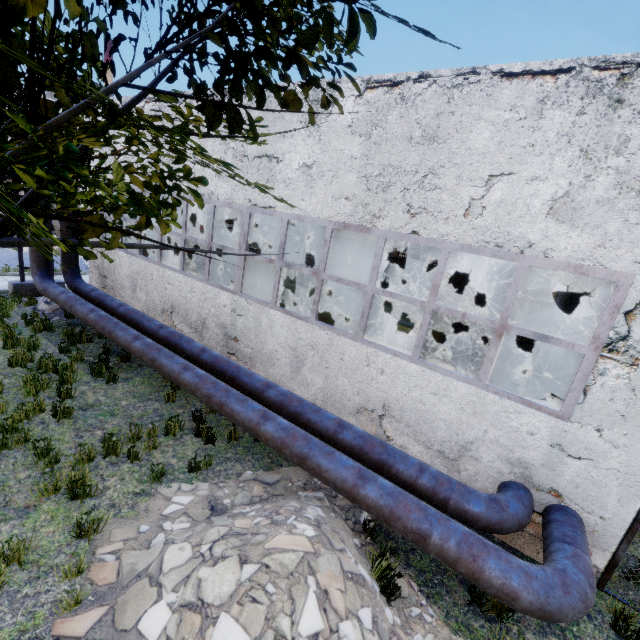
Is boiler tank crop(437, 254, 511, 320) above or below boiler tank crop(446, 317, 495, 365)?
above

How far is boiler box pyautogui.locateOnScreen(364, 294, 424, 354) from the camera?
7.8m

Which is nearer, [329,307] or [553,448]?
[553,448]

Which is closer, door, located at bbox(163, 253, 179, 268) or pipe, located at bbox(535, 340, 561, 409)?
pipe, located at bbox(535, 340, 561, 409)

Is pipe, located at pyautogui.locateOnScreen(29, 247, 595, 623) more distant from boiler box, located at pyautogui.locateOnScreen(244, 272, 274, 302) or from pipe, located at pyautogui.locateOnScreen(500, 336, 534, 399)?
boiler box, located at pyautogui.locateOnScreen(244, 272, 274, 302)

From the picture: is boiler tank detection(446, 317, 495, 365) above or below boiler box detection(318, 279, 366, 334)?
below

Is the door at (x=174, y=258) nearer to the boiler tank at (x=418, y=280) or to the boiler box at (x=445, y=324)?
the boiler box at (x=445, y=324)

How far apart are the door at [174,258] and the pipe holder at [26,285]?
4.64m
